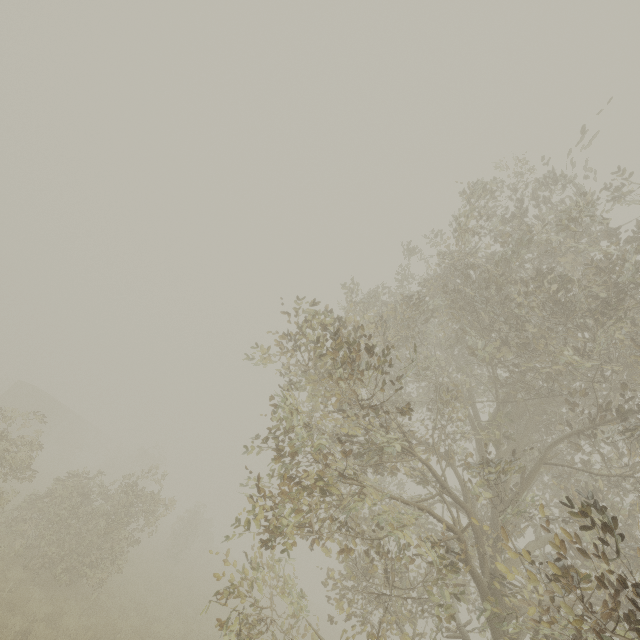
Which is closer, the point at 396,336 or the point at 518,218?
the point at 518,218

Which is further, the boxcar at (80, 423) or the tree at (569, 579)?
the boxcar at (80, 423)

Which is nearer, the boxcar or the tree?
the tree

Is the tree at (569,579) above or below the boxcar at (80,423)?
above

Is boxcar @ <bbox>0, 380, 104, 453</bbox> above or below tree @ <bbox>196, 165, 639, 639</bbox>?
below
